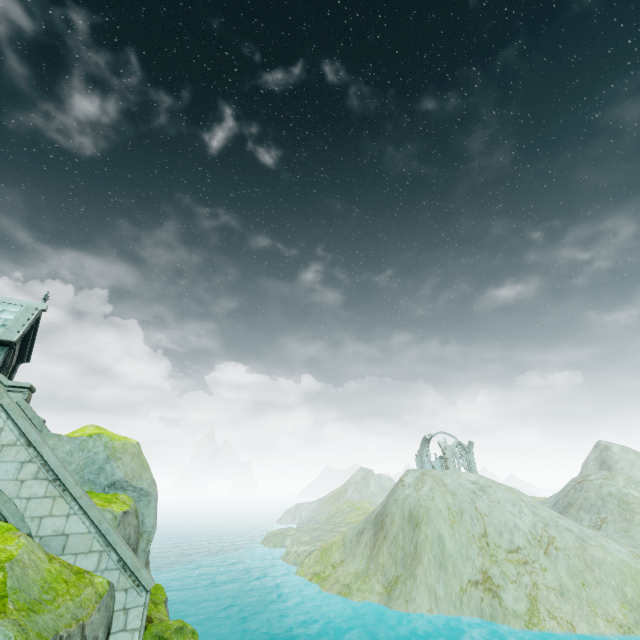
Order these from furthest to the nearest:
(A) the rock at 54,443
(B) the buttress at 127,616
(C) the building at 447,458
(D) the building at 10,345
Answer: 1. (C) the building at 447,458
2. (D) the building at 10,345
3. (A) the rock at 54,443
4. (B) the buttress at 127,616

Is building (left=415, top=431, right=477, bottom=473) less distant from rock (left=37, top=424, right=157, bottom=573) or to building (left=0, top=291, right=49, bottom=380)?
rock (left=37, top=424, right=157, bottom=573)

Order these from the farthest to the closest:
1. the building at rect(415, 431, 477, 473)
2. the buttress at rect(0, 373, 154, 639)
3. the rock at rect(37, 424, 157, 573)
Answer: the building at rect(415, 431, 477, 473), the rock at rect(37, 424, 157, 573), the buttress at rect(0, 373, 154, 639)

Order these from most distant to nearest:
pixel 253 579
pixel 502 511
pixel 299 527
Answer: pixel 299 527 → pixel 253 579 → pixel 502 511

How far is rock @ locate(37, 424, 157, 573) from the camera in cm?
1023

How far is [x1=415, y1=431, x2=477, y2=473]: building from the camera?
51.1m

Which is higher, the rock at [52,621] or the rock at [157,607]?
the rock at [52,621]
